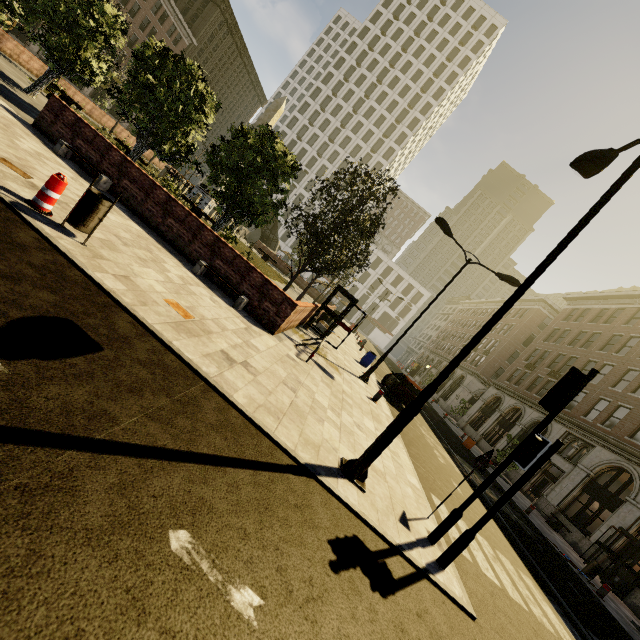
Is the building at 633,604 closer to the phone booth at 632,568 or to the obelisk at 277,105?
the phone booth at 632,568

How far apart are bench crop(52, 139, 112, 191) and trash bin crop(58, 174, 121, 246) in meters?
5.0

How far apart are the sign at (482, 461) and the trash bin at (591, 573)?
12.6 meters

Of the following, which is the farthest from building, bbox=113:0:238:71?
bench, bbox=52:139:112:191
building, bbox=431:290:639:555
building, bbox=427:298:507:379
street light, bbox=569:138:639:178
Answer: building, bbox=427:298:507:379

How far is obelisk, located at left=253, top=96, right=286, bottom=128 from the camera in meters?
26.7

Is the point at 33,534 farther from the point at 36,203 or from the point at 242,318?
the point at 242,318

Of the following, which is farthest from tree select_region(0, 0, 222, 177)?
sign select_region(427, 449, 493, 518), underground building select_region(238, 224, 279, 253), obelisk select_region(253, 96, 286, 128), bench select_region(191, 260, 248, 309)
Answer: sign select_region(427, 449, 493, 518)

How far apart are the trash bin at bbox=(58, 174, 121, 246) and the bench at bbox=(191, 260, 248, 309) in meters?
3.6 m
